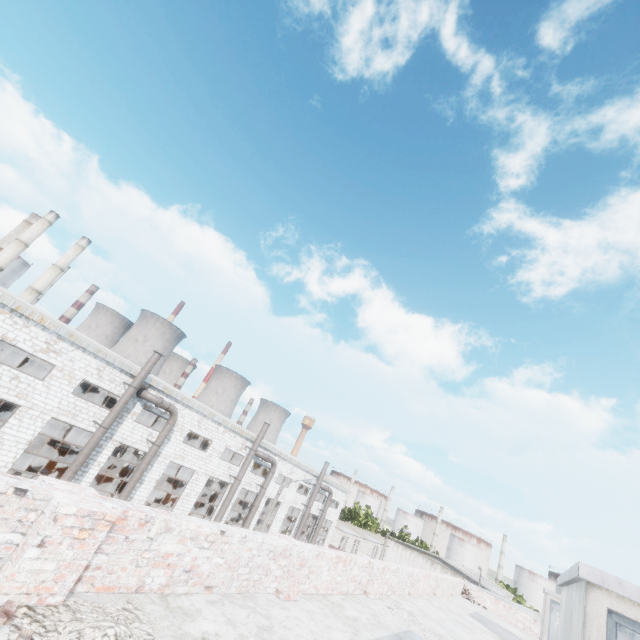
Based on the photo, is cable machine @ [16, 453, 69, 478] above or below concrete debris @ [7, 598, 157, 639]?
below

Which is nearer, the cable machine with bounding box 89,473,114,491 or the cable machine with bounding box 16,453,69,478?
the cable machine with bounding box 16,453,69,478

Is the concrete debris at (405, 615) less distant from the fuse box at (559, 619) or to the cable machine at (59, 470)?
the fuse box at (559, 619)

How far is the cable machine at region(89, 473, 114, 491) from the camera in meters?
33.0

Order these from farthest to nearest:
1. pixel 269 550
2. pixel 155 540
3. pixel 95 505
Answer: pixel 269 550
pixel 155 540
pixel 95 505

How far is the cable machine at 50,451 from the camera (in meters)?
29.34

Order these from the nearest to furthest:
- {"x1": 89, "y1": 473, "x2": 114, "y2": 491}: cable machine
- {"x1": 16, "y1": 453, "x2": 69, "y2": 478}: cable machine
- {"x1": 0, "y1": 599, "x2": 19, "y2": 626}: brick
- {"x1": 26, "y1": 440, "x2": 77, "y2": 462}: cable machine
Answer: {"x1": 0, "y1": 599, "x2": 19, "y2": 626}: brick, {"x1": 16, "y1": 453, "x2": 69, "y2": 478}: cable machine, {"x1": 26, "y1": 440, "x2": 77, "y2": 462}: cable machine, {"x1": 89, "y1": 473, "x2": 114, "y2": 491}: cable machine
